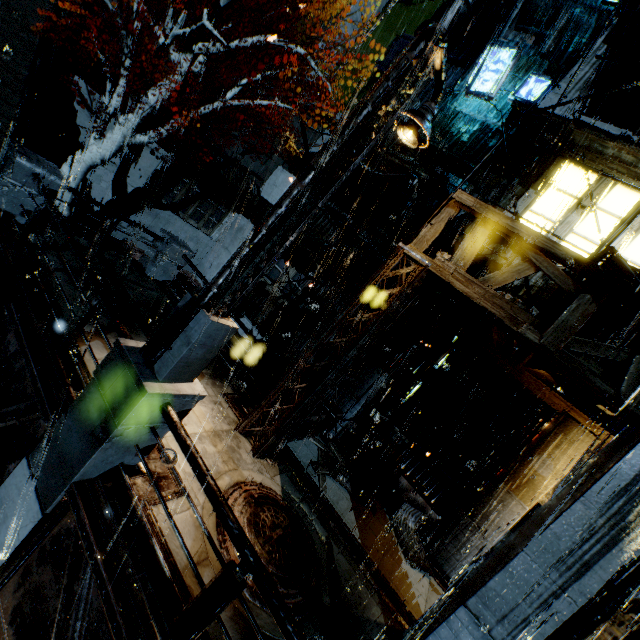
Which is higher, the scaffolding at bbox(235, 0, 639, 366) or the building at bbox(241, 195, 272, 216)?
the scaffolding at bbox(235, 0, 639, 366)

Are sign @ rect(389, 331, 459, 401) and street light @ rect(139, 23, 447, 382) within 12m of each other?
yes

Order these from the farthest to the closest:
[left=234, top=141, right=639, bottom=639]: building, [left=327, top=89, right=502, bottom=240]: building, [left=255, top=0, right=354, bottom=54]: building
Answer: [left=255, top=0, right=354, bottom=54]: building
[left=327, top=89, right=502, bottom=240]: building
[left=234, top=141, right=639, bottom=639]: building

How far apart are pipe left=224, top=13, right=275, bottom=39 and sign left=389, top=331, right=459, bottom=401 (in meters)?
20.78

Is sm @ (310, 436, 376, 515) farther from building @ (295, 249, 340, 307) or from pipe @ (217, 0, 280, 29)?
pipe @ (217, 0, 280, 29)

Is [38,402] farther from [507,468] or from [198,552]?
[507,468]

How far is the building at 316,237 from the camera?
17.0m

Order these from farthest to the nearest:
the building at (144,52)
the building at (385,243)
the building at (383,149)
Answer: the building at (385,243)
the building at (383,149)
the building at (144,52)
